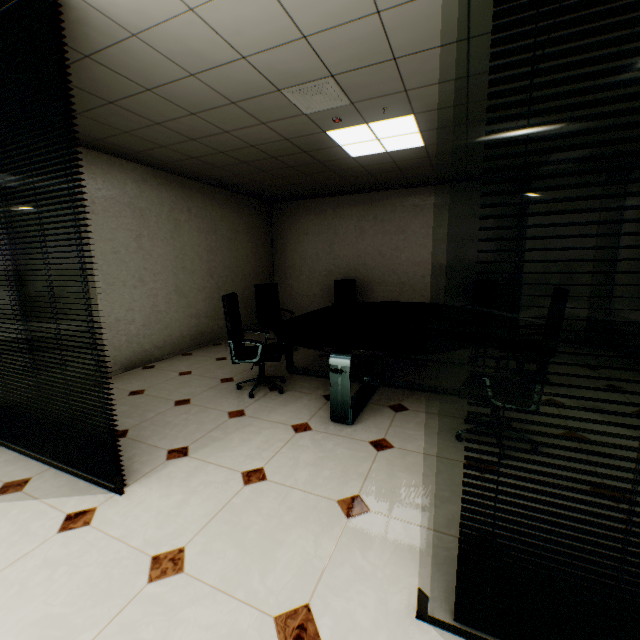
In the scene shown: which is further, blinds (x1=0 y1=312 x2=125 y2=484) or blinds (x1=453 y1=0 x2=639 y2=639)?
blinds (x1=0 y1=312 x2=125 y2=484)

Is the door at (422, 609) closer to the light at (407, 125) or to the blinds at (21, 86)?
the blinds at (21, 86)

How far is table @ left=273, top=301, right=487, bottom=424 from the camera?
2.9 meters

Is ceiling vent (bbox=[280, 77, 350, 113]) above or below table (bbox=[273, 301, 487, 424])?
above

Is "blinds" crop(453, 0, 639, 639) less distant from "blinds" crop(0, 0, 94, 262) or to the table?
the table

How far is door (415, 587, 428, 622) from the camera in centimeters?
134cm

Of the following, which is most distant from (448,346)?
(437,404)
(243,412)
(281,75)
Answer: (281,75)

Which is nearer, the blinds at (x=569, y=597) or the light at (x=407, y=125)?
the blinds at (x=569, y=597)
